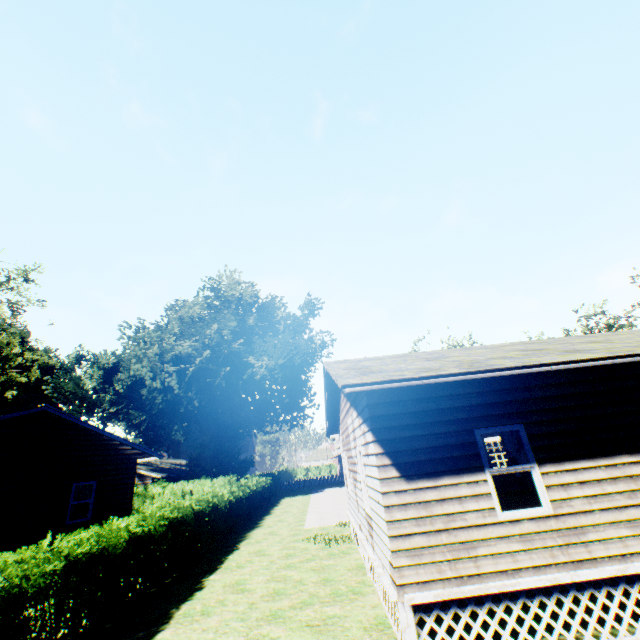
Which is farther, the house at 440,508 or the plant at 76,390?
the plant at 76,390

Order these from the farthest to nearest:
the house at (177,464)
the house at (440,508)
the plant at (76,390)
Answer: the plant at (76,390) < the house at (177,464) < the house at (440,508)

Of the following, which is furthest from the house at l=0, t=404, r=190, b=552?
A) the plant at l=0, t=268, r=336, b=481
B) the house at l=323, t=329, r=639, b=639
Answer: the house at l=323, t=329, r=639, b=639

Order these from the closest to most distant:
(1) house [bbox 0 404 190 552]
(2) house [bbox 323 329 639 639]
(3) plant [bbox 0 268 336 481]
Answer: (2) house [bbox 323 329 639 639] → (1) house [bbox 0 404 190 552] → (3) plant [bbox 0 268 336 481]

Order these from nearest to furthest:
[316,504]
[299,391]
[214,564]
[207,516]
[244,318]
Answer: [214,564]
[207,516]
[316,504]
[299,391]
[244,318]

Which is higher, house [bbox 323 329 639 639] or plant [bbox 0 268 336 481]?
plant [bbox 0 268 336 481]

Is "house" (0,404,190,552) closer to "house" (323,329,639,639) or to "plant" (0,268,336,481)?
"plant" (0,268,336,481)
